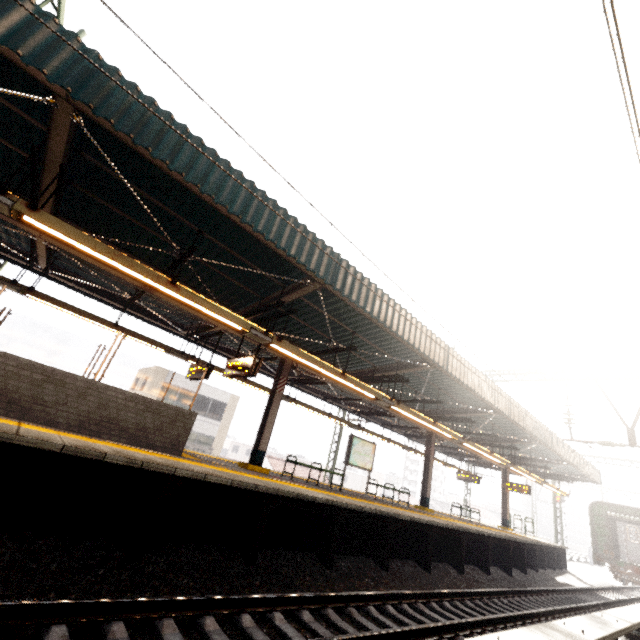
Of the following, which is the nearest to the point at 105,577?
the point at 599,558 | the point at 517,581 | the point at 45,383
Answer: the point at 45,383

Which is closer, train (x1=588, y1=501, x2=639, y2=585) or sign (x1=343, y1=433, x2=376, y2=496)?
sign (x1=343, y1=433, x2=376, y2=496)

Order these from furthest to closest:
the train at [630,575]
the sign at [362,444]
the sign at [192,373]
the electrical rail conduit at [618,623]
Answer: the train at [630,575]
the sign at [362,444]
the sign at [192,373]
the electrical rail conduit at [618,623]

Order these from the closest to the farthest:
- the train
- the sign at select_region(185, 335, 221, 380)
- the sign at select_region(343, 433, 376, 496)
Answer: the sign at select_region(185, 335, 221, 380)
the sign at select_region(343, 433, 376, 496)
the train

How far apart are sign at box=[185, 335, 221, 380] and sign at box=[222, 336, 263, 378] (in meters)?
1.38

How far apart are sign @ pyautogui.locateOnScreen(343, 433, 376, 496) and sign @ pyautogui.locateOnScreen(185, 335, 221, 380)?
6.03m

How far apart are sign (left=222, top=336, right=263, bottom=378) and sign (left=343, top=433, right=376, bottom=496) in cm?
602

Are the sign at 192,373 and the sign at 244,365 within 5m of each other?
yes
